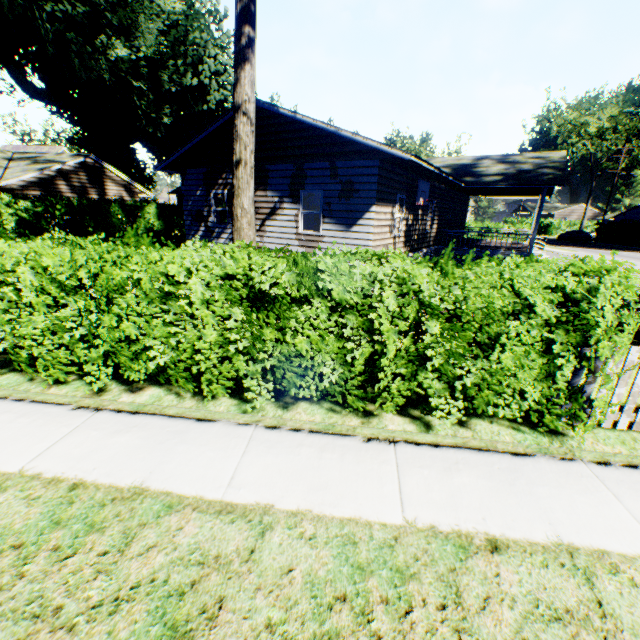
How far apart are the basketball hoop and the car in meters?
41.7 m

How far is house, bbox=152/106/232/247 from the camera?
13.5 meters

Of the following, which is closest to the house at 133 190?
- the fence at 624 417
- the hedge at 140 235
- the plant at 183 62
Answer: the plant at 183 62

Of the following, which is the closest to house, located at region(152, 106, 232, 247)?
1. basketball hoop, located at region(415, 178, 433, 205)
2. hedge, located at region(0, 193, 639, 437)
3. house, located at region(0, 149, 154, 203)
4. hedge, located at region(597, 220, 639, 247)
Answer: basketball hoop, located at region(415, 178, 433, 205)

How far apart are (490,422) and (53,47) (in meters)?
25.92

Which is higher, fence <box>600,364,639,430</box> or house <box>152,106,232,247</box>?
house <box>152,106,232,247</box>

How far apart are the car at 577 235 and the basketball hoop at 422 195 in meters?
41.7
